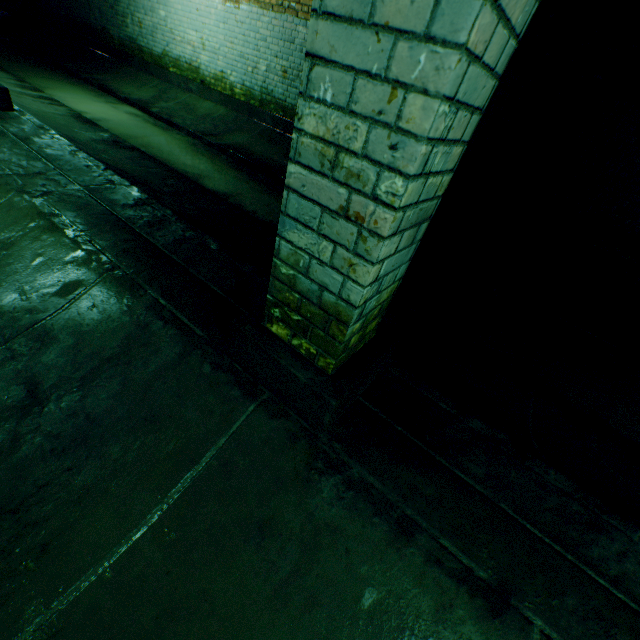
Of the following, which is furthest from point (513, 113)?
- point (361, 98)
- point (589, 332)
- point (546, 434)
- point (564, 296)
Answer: point (361, 98)

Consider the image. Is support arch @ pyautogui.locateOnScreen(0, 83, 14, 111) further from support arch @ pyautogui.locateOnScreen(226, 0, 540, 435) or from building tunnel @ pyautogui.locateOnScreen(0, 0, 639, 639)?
support arch @ pyautogui.locateOnScreen(226, 0, 540, 435)

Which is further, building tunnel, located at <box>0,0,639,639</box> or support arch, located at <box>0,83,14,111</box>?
support arch, located at <box>0,83,14,111</box>

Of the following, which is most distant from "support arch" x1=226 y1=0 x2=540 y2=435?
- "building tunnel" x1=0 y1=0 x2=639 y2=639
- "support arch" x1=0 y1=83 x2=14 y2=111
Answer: "support arch" x1=0 y1=83 x2=14 y2=111

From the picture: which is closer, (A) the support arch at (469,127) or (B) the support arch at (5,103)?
(A) the support arch at (469,127)

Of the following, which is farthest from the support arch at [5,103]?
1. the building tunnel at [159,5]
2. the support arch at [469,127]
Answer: the support arch at [469,127]

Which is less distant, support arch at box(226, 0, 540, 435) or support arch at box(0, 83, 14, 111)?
support arch at box(226, 0, 540, 435)
